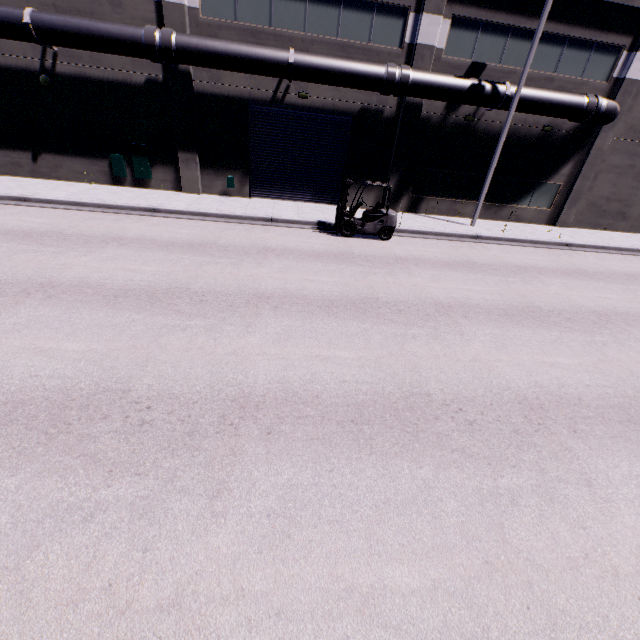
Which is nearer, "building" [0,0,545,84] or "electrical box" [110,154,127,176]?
"building" [0,0,545,84]

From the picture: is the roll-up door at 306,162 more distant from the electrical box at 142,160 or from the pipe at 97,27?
the electrical box at 142,160

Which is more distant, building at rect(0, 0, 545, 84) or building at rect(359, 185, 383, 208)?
building at rect(359, 185, 383, 208)

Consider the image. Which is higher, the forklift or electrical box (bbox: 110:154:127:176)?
electrical box (bbox: 110:154:127:176)

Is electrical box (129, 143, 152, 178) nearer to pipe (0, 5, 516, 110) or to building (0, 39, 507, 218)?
building (0, 39, 507, 218)

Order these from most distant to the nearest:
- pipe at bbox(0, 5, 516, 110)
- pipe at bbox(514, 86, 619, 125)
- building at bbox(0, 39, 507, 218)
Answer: pipe at bbox(514, 86, 619, 125) < building at bbox(0, 39, 507, 218) < pipe at bbox(0, 5, 516, 110)

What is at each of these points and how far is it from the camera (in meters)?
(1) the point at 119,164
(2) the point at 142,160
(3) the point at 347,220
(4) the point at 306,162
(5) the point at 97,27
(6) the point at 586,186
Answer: (1) electrical box, 16.00
(2) electrical box, 15.98
(3) forklift, 13.42
(4) roll-up door, 17.14
(5) pipe, 12.49
(6) building, 18.70

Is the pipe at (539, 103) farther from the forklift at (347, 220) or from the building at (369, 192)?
the forklift at (347, 220)
